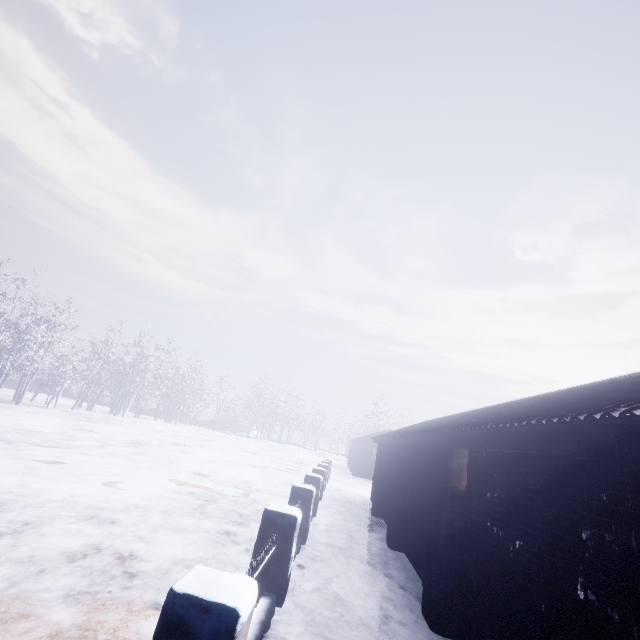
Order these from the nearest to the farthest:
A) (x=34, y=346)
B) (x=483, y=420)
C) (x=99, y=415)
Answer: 1. (x=483, y=420)
2. (x=34, y=346)
3. (x=99, y=415)
